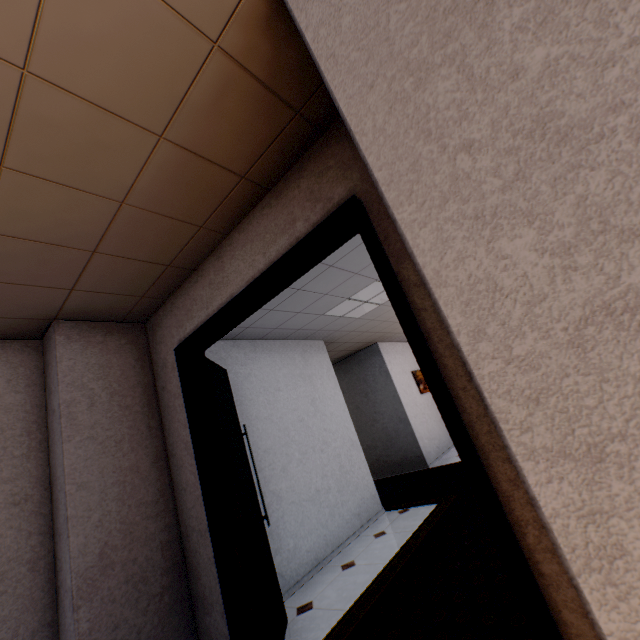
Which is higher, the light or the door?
the light

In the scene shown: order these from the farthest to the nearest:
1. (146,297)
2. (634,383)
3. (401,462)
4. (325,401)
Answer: (401,462), (325,401), (146,297), (634,383)

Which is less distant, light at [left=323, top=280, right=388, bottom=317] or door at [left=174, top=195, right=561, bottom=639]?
door at [left=174, top=195, right=561, bottom=639]

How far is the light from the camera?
4.42m

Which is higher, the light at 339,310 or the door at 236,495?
the light at 339,310

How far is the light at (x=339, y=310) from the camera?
4.4 meters
